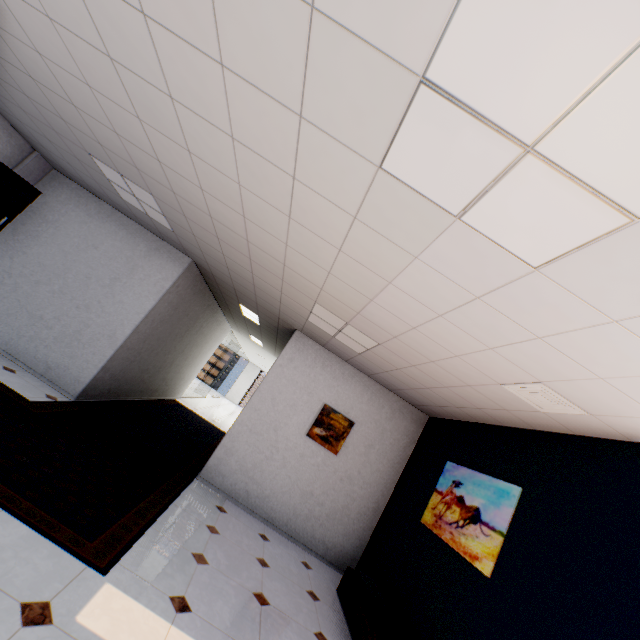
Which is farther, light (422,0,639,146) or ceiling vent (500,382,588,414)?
ceiling vent (500,382,588,414)

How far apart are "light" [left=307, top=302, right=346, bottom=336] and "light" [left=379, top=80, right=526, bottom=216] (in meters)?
2.55

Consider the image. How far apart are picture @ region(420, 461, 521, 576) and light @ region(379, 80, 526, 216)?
2.8 meters

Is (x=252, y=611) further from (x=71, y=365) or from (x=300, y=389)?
(x=71, y=365)

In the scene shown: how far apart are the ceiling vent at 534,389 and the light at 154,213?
4.7 meters

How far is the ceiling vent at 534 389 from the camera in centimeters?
270cm

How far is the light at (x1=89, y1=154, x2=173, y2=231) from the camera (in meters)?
4.20

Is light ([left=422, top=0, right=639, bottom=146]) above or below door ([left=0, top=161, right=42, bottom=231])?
above
